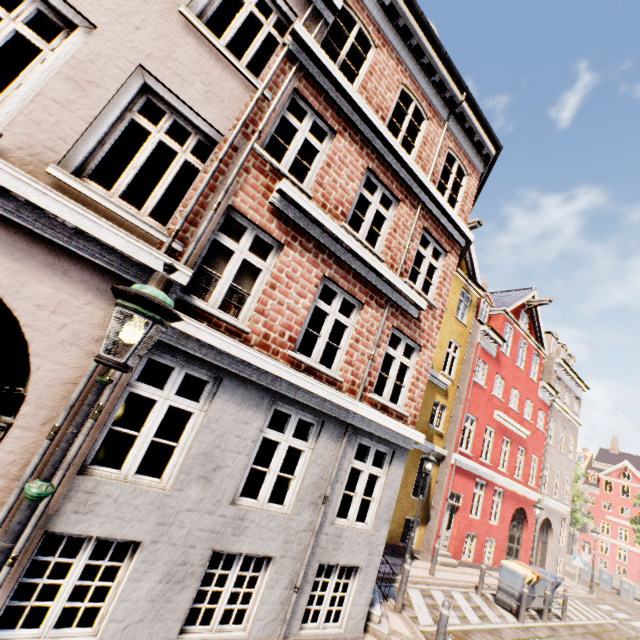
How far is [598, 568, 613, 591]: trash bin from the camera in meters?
25.9

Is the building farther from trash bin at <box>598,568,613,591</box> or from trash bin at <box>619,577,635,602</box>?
trash bin at <box>619,577,635,602</box>

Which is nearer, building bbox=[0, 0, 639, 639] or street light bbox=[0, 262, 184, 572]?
street light bbox=[0, 262, 184, 572]

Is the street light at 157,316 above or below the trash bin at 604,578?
above

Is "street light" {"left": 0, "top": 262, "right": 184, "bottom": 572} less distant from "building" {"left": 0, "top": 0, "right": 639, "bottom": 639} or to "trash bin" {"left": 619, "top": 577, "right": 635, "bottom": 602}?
"trash bin" {"left": 619, "top": 577, "right": 635, "bottom": 602}

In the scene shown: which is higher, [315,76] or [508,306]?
[508,306]

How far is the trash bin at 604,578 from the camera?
25.9m

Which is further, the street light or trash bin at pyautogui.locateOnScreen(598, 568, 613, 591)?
trash bin at pyautogui.locateOnScreen(598, 568, 613, 591)
